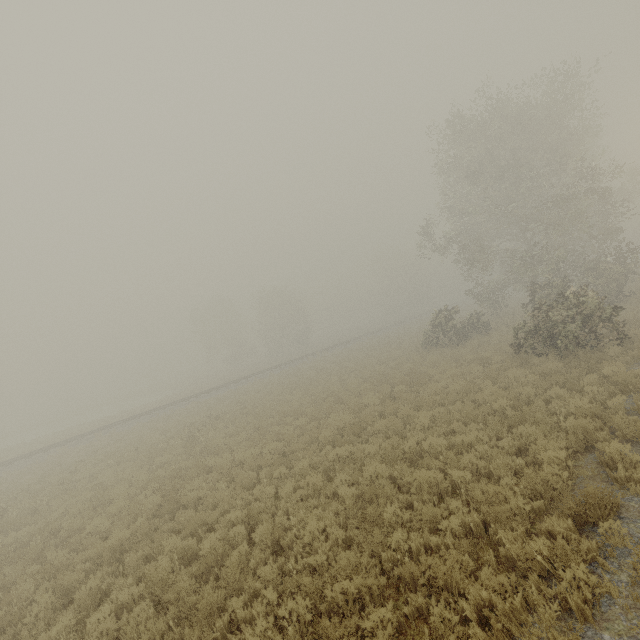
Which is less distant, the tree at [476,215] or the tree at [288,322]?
the tree at [476,215]

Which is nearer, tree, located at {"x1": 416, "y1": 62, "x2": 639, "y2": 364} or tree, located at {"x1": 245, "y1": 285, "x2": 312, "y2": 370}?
tree, located at {"x1": 416, "y1": 62, "x2": 639, "y2": 364}

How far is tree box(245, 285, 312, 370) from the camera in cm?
5238

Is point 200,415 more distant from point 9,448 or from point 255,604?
point 9,448

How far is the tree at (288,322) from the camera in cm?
5238
